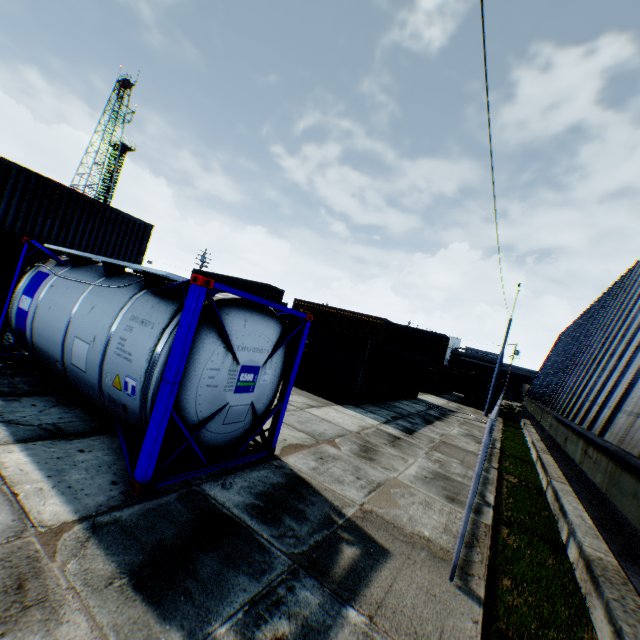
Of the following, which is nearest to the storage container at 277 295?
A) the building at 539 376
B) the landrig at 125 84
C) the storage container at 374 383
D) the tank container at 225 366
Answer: the storage container at 374 383

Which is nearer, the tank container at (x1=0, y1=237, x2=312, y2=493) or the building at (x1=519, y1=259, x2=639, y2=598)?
the tank container at (x1=0, y1=237, x2=312, y2=493)

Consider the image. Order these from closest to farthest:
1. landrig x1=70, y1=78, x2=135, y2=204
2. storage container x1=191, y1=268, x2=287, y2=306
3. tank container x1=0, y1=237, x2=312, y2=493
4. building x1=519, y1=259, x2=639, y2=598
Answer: tank container x1=0, y1=237, x2=312, y2=493
building x1=519, y1=259, x2=639, y2=598
storage container x1=191, y1=268, x2=287, y2=306
landrig x1=70, y1=78, x2=135, y2=204

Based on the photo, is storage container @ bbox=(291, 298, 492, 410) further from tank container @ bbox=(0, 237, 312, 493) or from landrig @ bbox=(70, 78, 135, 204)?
landrig @ bbox=(70, 78, 135, 204)

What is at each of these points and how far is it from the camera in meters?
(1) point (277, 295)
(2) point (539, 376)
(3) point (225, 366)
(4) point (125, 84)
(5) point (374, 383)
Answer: (1) storage container, 33.1
(2) building, 36.8
(3) tank container, 5.1
(4) landrig, 55.7
(5) storage container, 15.9

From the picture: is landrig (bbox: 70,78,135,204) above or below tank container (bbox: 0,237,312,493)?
above

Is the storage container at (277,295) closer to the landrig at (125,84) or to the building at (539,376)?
the building at (539,376)

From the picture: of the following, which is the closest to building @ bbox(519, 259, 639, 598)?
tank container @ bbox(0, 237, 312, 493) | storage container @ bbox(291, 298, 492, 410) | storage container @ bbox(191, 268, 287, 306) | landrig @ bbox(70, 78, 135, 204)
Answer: tank container @ bbox(0, 237, 312, 493)
